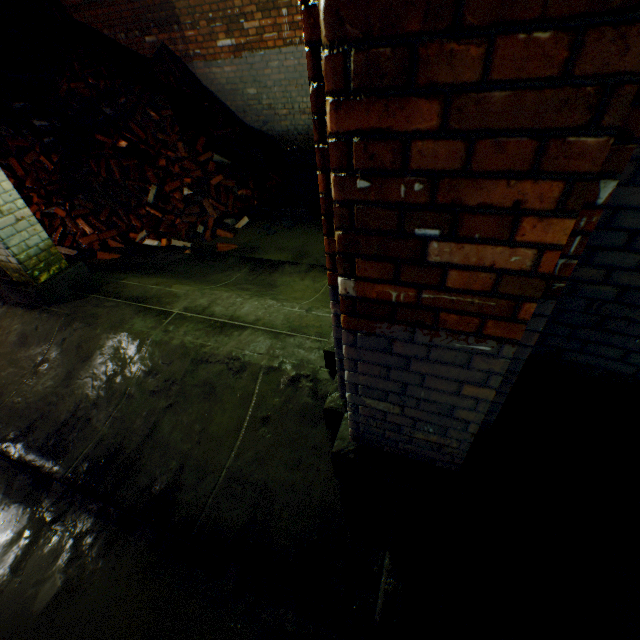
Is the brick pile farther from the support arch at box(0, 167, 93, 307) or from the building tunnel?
the support arch at box(0, 167, 93, 307)

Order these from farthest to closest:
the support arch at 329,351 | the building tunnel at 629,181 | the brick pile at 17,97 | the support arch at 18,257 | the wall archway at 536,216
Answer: the brick pile at 17,97, the support arch at 18,257, the support arch at 329,351, the building tunnel at 629,181, the wall archway at 536,216

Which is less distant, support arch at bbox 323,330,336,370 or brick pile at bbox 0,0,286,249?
support arch at bbox 323,330,336,370

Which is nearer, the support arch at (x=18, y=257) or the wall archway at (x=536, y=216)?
the wall archway at (x=536, y=216)

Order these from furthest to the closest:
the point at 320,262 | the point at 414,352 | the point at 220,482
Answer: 1. the point at 320,262
2. the point at 220,482
3. the point at 414,352

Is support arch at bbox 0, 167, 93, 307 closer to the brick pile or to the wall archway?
the wall archway

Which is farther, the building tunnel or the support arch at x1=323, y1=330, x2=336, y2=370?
the support arch at x1=323, y1=330, x2=336, y2=370

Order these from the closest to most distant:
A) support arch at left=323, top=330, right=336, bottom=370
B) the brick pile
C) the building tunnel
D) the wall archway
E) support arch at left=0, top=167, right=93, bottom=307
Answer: the wall archway < the building tunnel < support arch at left=323, top=330, right=336, bottom=370 < support arch at left=0, top=167, right=93, bottom=307 < the brick pile
